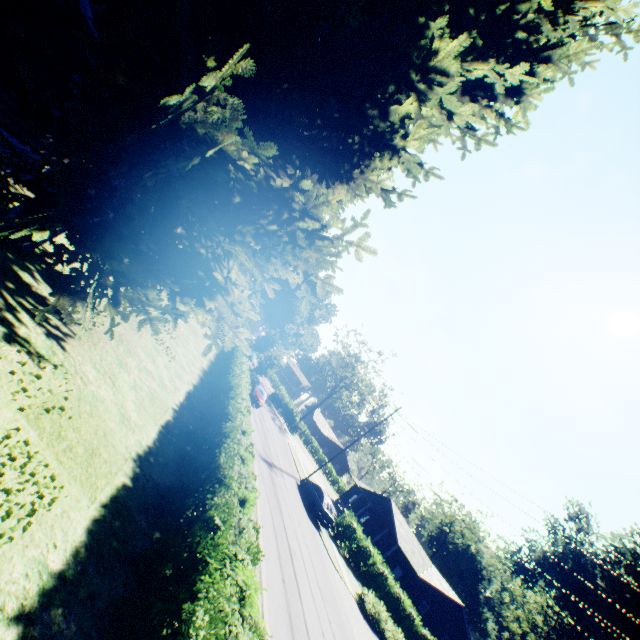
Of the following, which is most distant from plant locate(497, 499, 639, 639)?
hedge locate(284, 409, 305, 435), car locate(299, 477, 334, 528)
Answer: hedge locate(284, 409, 305, 435)

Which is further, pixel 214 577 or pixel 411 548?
pixel 411 548

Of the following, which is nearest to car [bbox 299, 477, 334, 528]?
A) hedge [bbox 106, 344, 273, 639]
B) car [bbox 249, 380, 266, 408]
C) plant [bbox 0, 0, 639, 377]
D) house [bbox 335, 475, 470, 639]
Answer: car [bbox 249, 380, 266, 408]

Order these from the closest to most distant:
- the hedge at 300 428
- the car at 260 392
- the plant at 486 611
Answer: the car at 260 392 < the hedge at 300 428 < the plant at 486 611

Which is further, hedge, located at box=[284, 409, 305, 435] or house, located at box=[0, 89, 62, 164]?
hedge, located at box=[284, 409, 305, 435]

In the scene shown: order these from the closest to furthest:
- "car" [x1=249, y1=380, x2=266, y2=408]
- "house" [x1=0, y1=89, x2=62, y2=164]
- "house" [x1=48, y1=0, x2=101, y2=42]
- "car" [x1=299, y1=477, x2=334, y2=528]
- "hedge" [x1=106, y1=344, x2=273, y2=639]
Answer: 1. "hedge" [x1=106, y1=344, x2=273, y2=639]
2. "house" [x1=48, y1=0, x2=101, y2=42]
3. "house" [x1=0, y1=89, x2=62, y2=164]
4. "car" [x1=299, y1=477, x2=334, y2=528]
5. "car" [x1=249, y1=380, x2=266, y2=408]

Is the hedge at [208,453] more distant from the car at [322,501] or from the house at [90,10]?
the car at [322,501]

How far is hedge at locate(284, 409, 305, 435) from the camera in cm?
5250
